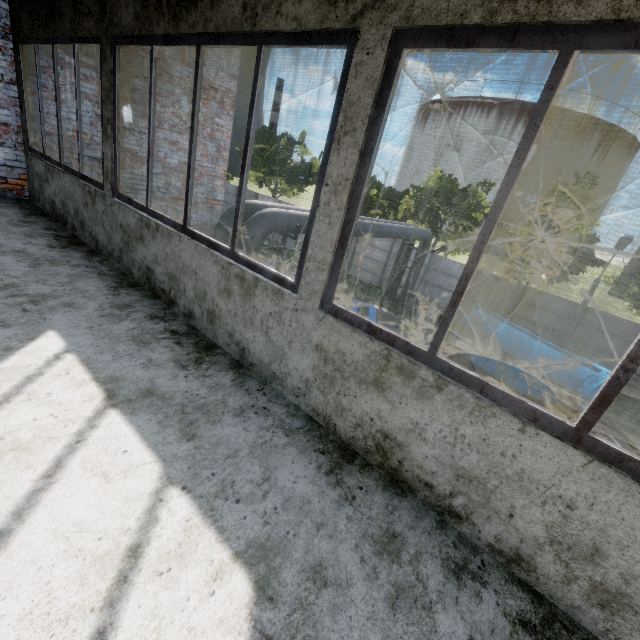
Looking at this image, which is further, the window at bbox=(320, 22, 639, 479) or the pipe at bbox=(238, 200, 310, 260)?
the pipe at bbox=(238, 200, 310, 260)

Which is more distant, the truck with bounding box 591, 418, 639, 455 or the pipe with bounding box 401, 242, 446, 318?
the pipe with bounding box 401, 242, 446, 318

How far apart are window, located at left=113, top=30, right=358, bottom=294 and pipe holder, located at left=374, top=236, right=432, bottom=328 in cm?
1462

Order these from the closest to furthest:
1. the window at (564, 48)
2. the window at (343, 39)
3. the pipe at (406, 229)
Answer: the window at (564, 48) → the window at (343, 39) → the pipe at (406, 229)

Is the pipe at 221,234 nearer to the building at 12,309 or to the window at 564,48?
the building at 12,309

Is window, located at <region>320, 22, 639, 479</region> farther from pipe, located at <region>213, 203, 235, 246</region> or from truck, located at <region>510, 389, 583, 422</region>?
truck, located at <region>510, 389, 583, 422</region>

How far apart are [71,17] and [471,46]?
4.60m

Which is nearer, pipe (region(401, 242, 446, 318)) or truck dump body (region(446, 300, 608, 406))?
truck dump body (region(446, 300, 608, 406))
